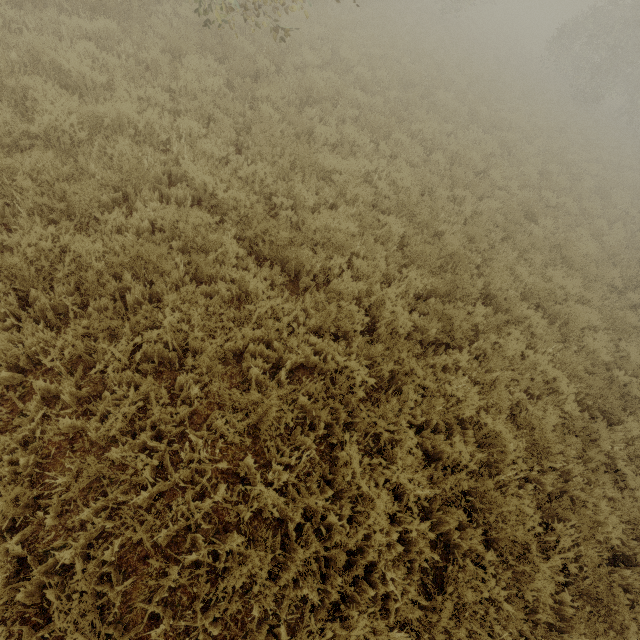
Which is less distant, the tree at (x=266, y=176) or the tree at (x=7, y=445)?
the tree at (x=7, y=445)

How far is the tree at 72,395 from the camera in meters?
3.2 m

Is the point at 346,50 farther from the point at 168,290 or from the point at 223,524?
the point at 223,524

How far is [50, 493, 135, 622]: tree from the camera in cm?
258

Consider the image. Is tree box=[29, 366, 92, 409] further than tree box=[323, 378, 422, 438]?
No

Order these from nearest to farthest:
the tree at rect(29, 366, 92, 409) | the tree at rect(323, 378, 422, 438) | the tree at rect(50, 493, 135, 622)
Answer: the tree at rect(50, 493, 135, 622) < the tree at rect(29, 366, 92, 409) < the tree at rect(323, 378, 422, 438)
